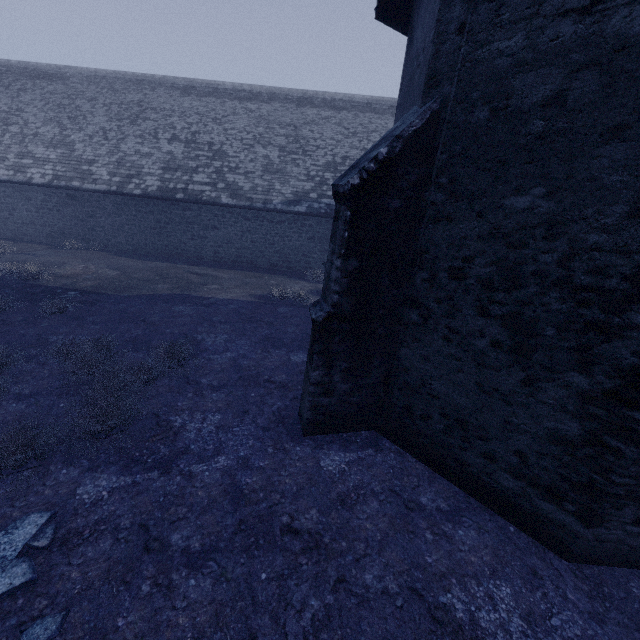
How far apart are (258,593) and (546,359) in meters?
4.1

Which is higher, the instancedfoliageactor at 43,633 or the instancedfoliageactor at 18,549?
the instancedfoliageactor at 18,549

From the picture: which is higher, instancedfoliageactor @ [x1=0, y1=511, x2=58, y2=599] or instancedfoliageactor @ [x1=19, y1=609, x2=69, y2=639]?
instancedfoliageactor @ [x1=0, y1=511, x2=58, y2=599]
